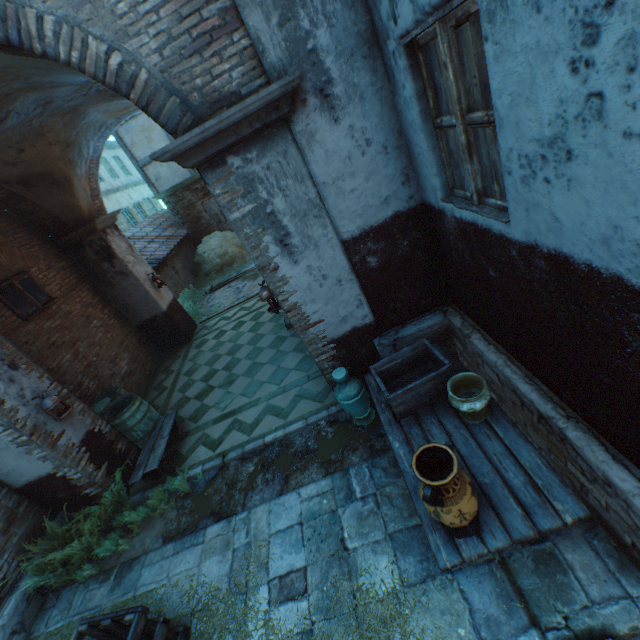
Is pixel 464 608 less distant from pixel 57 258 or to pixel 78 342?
pixel 78 342

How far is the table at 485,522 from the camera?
2.3 meters

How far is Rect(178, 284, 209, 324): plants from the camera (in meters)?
10.89

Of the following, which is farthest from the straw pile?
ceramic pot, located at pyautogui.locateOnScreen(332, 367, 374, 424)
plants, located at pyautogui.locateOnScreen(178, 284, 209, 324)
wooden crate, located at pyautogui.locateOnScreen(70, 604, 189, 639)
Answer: wooden crate, located at pyautogui.locateOnScreen(70, 604, 189, 639)

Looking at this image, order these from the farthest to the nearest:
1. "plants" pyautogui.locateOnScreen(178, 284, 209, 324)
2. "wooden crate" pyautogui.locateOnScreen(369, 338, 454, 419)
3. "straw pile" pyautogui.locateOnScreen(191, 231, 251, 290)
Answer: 1. "straw pile" pyautogui.locateOnScreen(191, 231, 251, 290)
2. "plants" pyautogui.locateOnScreen(178, 284, 209, 324)
3. "wooden crate" pyautogui.locateOnScreen(369, 338, 454, 419)

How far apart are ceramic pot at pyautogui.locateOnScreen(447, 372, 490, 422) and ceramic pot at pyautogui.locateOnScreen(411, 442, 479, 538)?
0.61m

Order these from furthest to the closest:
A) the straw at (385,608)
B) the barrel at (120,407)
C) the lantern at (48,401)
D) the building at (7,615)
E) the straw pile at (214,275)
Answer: the straw pile at (214,275)
the barrel at (120,407)
the lantern at (48,401)
the building at (7,615)
the straw at (385,608)

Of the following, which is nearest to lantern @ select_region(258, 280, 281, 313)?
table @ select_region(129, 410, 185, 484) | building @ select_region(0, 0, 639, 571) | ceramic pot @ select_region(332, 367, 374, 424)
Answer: Result: building @ select_region(0, 0, 639, 571)
